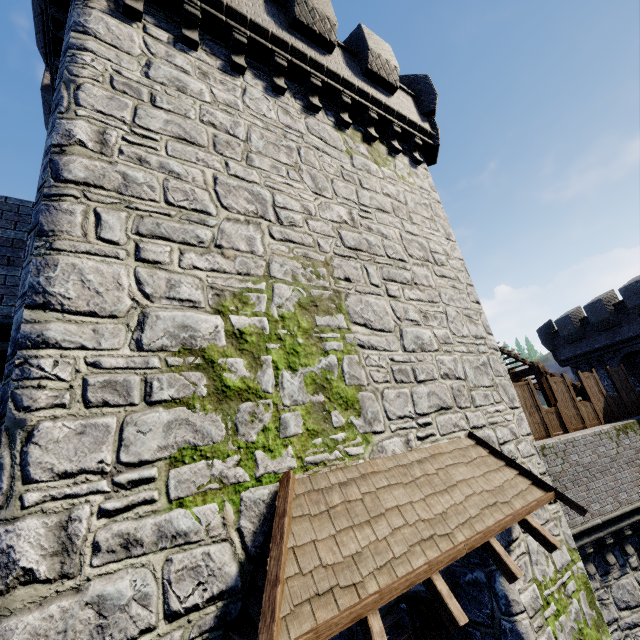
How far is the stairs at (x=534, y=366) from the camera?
13.6m

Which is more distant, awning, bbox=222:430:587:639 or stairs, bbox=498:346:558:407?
stairs, bbox=498:346:558:407

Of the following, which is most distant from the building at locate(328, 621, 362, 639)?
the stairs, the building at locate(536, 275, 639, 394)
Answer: the building at locate(536, 275, 639, 394)

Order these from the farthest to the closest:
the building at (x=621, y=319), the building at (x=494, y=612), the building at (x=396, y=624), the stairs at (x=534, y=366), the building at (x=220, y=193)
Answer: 1. the building at (x=621, y=319)
2. the stairs at (x=534, y=366)
3. the building at (x=396, y=624)
4. the building at (x=494, y=612)
5. the building at (x=220, y=193)

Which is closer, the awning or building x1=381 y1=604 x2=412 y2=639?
the awning

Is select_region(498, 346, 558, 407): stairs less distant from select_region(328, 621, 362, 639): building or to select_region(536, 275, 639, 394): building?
select_region(328, 621, 362, 639): building

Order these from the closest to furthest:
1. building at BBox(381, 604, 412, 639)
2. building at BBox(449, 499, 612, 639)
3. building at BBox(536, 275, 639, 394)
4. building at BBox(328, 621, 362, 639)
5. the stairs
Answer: building at BBox(328, 621, 362, 639) < building at BBox(449, 499, 612, 639) < building at BBox(381, 604, 412, 639) < the stairs < building at BBox(536, 275, 639, 394)

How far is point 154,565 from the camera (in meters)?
3.11
